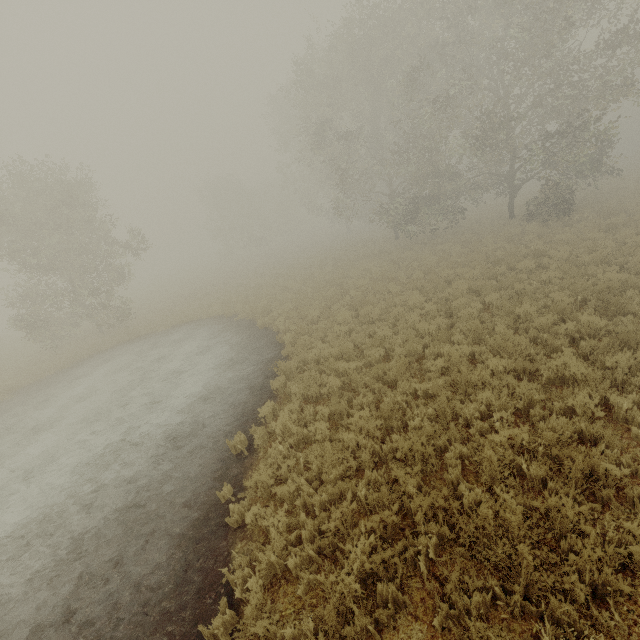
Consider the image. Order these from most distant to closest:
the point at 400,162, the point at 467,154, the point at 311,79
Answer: the point at 467,154, the point at 311,79, the point at 400,162
